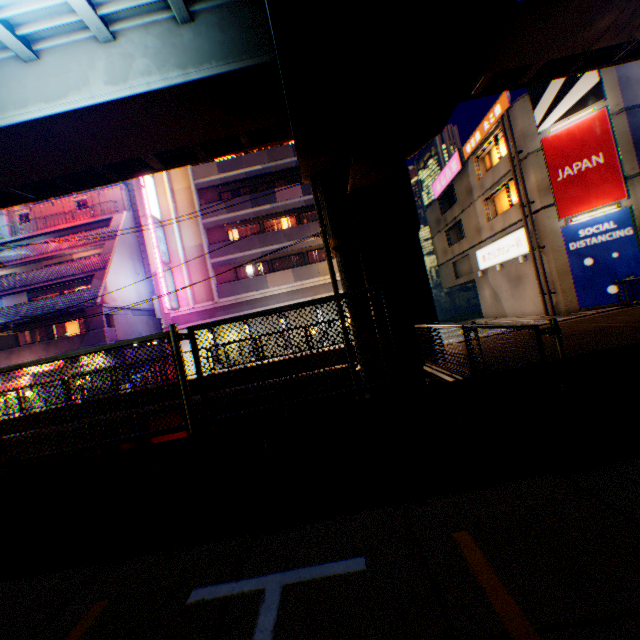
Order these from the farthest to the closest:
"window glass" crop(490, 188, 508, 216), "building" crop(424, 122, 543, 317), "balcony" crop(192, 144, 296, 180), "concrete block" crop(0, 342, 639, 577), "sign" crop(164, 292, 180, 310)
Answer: "balcony" crop(192, 144, 296, 180), "sign" crop(164, 292, 180, 310), "window glass" crop(490, 188, 508, 216), "building" crop(424, 122, 543, 317), "concrete block" crop(0, 342, 639, 577)

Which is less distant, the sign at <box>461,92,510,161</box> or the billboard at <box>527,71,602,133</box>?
the billboard at <box>527,71,602,133</box>

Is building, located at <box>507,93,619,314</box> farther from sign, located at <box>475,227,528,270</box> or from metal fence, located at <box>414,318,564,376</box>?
metal fence, located at <box>414,318,564,376</box>

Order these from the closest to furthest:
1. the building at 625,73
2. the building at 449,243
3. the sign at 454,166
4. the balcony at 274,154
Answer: the building at 625,73
the building at 449,243
the sign at 454,166
the balcony at 274,154

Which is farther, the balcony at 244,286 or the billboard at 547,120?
the balcony at 244,286

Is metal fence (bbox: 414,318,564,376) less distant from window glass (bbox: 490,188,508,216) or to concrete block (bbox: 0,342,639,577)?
concrete block (bbox: 0,342,639,577)

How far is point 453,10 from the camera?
4.9m

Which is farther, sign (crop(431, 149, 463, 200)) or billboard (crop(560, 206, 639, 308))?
sign (crop(431, 149, 463, 200))
